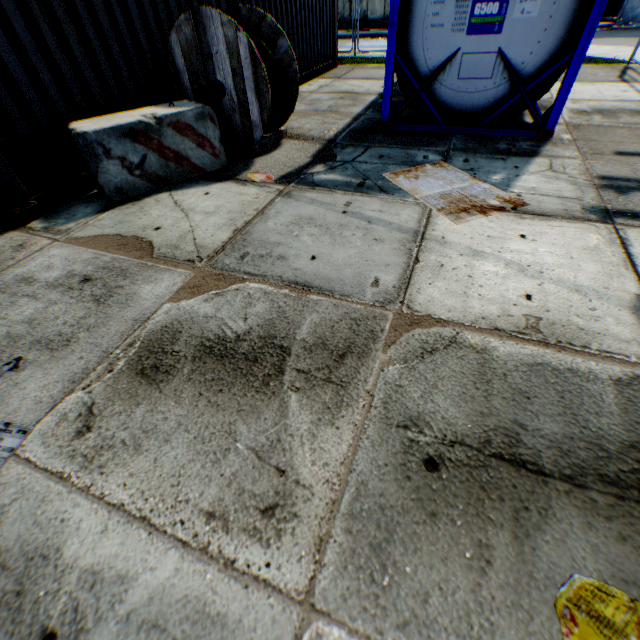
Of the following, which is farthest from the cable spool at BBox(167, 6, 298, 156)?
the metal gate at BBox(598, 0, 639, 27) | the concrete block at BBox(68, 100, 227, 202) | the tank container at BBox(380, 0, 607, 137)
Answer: the metal gate at BBox(598, 0, 639, 27)

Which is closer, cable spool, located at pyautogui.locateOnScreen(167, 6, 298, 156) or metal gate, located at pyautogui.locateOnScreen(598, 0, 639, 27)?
cable spool, located at pyautogui.locateOnScreen(167, 6, 298, 156)

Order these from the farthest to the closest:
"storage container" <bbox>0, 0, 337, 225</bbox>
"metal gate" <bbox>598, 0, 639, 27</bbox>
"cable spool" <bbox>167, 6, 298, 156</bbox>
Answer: "metal gate" <bbox>598, 0, 639, 27</bbox> → "cable spool" <bbox>167, 6, 298, 156</bbox> → "storage container" <bbox>0, 0, 337, 225</bbox>

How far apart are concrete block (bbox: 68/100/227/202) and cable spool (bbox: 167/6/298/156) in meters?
0.2 m

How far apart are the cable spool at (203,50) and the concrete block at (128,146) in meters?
0.2 m

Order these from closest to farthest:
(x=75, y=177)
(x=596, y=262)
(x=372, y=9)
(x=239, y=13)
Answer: (x=596, y=262) < (x=75, y=177) < (x=239, y=13) < (x=372, y=9)

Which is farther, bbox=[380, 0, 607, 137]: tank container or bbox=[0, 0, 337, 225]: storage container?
bbox=[380, 0, 607, 137]: tank container

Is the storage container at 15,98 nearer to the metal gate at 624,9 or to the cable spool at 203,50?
the cable spool at 203,50
